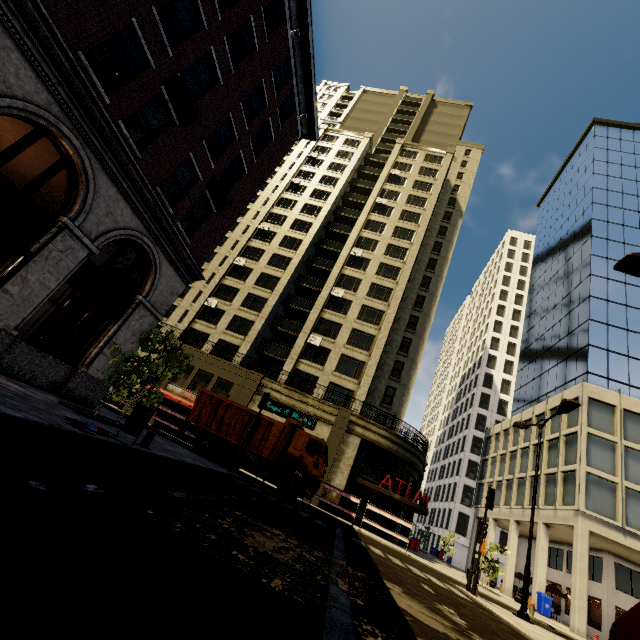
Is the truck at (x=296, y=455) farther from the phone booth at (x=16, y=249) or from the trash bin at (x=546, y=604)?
the trash bin at (x=546, y=604)

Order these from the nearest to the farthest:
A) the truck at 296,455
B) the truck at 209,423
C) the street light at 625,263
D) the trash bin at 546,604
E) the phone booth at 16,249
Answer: the phone booth at 16,249, the street light at 625,263, the truck at 296,455, the truck at 209,423, the trash bin at 546,604

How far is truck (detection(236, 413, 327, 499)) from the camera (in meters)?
15.98

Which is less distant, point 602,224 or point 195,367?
point 195,367

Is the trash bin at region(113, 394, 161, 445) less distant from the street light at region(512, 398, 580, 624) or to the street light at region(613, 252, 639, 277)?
the street light at region(613, 252, 639, 277)

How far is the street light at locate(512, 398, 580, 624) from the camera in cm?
1180

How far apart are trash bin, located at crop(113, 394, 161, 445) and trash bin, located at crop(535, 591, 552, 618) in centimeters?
3082cm

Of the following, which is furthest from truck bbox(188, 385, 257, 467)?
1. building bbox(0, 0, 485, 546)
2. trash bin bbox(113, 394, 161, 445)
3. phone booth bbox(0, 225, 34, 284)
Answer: phone booth bbox(0, 225, 34, 284)
